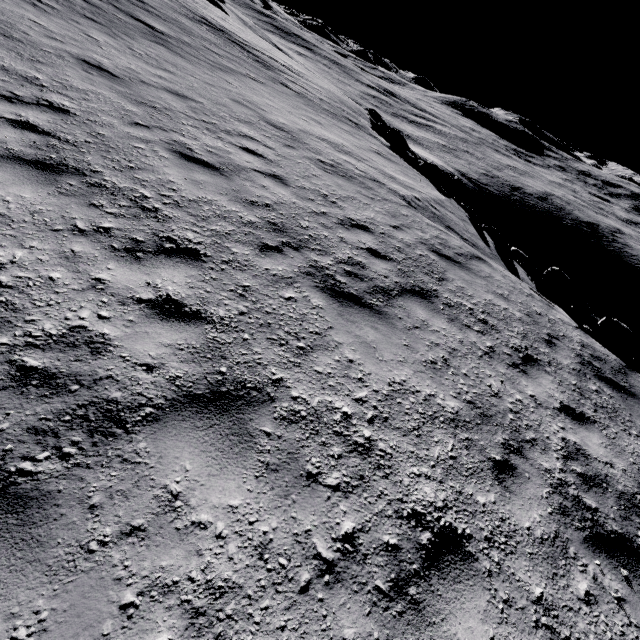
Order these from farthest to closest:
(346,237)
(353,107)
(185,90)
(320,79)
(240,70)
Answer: (320,79) < (353,107) < (240,70) < (185,90) < (346,237)
